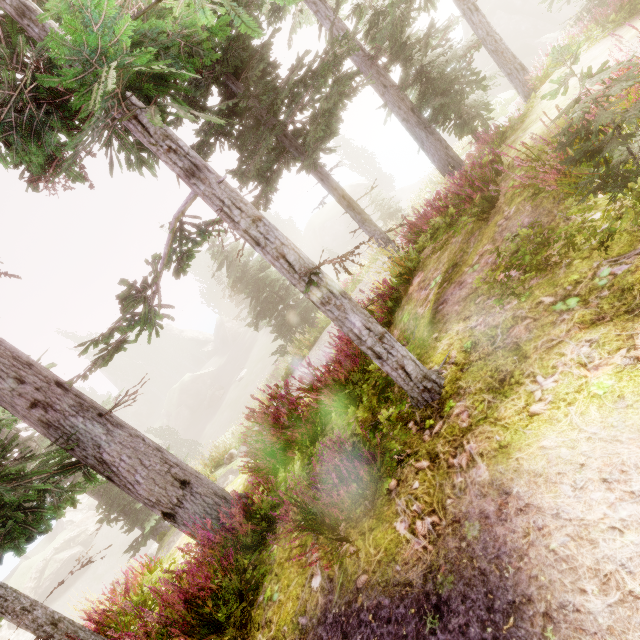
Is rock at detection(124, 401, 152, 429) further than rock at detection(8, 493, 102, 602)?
Yes

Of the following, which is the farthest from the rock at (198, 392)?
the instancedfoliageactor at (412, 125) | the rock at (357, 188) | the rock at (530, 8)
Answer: the rock at (530, 8)

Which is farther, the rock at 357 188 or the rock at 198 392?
the rock at 357 188

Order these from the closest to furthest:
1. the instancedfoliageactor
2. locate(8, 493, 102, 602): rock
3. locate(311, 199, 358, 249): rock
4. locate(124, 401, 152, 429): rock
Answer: the instancedfoliageactor, locate(8, 493, 102, 602): rock, locate(311, 199, 358, 249): rock, locate(124, 401, 152, 429): rock

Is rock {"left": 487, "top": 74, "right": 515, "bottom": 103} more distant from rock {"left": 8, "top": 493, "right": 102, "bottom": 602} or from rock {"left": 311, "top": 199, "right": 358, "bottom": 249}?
rock {"left": 8, "top": 493, "right": 102, "bottom": 602}

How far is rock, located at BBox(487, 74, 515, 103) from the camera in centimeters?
2700cm

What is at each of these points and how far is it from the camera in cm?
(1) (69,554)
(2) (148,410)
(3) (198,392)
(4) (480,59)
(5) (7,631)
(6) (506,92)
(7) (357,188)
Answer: (1) rock, 3641
(2) rock, 5966
(3) rock, 5062
(4) rock, 3869
(5) rock, 3219
(6) rock, 2778
(7) rock, 5141

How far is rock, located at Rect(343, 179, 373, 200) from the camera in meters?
50.9 m
